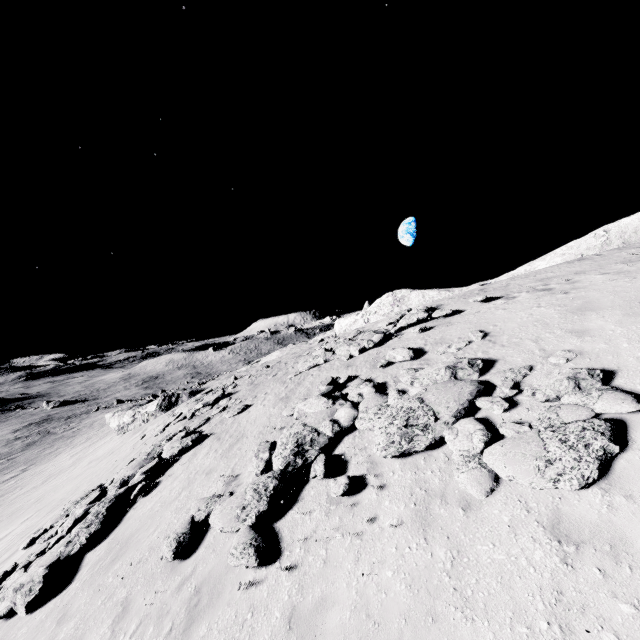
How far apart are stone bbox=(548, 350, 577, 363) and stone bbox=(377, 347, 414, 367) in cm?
401

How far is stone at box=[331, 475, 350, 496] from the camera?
6.84m

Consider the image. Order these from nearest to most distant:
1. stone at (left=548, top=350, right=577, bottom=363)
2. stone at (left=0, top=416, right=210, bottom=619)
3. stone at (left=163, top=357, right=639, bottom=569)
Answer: stone at (left=163, top=357, right=639, bottom=569) → stone at (left=548, top=350, right=577, bottom=363) → stone at (left=0, top=416, right=210, bottom=619)

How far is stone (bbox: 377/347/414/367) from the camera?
11.1m

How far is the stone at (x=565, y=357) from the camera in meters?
7.4 m

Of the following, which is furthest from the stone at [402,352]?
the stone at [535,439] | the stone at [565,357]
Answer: the stone at [565,357]

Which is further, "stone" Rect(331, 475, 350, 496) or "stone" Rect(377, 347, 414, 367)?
"stone" Rect(377, 347, 414, 367)

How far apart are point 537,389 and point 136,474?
13.8m
